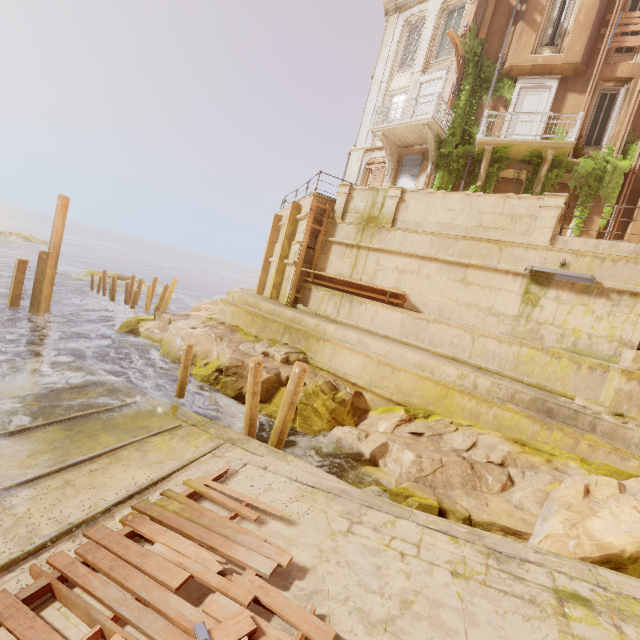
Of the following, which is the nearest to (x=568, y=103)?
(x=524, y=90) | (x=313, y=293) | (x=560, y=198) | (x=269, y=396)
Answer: (x=524, y=90)

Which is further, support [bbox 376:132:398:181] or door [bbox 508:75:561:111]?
support [bbox 376:132:398:181]

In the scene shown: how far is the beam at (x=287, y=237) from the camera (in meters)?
15.37

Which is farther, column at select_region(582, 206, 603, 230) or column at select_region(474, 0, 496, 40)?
column at select_region(474, 0, 496, 40)

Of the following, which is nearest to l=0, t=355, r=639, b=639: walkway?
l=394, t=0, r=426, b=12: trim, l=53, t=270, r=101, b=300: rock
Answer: l=53, t=270, r=101, b=300: rock

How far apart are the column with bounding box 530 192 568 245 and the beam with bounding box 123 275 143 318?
20.2m

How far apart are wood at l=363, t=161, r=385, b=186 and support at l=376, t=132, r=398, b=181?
0.1 meters

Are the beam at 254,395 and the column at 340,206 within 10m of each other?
yes
